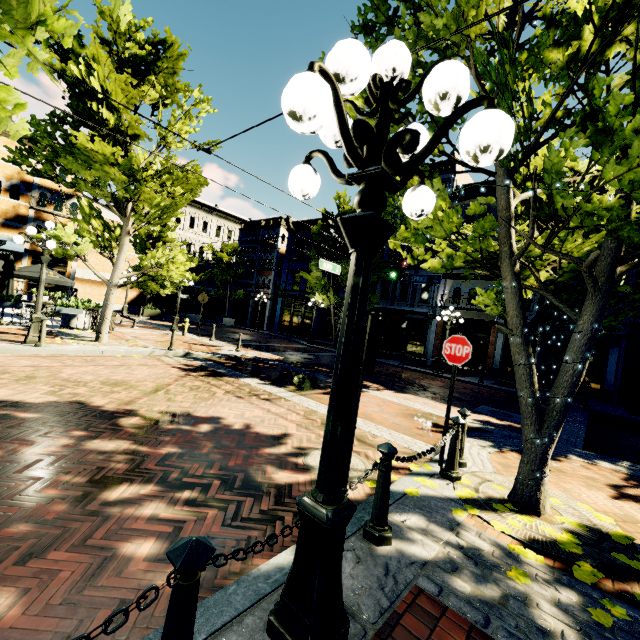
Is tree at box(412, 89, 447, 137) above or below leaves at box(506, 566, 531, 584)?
above

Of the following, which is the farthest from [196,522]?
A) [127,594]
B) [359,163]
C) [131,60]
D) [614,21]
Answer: [131,60]

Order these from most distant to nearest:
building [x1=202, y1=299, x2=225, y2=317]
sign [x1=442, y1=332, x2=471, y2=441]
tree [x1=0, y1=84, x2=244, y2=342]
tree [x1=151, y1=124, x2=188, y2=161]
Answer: building [x1=202, y1=299, x2=225, y2=317]
tree [x1=151, y1=124, x2=188, y2=161]
tree [x1=0, y1=84, x2=244, y2=342]
sign [x1=442, y1=332, x2=471, y2=441]

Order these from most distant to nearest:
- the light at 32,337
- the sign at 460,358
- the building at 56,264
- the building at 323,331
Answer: the building at 323,331 → the building at 56,264 → the light at 32,337 → the sign at 460,358

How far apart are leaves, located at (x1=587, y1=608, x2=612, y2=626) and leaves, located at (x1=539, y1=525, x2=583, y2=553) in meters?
0.6 m

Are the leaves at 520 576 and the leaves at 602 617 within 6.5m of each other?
yes

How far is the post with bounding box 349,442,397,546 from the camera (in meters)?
2.91

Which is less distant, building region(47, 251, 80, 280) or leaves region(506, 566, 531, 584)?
leaves region(506, 566, 531, 584)
